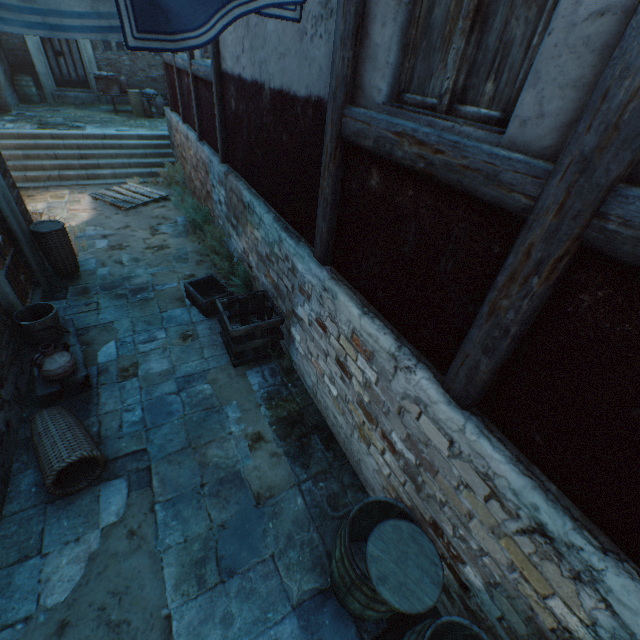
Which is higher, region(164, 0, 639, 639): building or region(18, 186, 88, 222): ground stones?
region(164, 0, 639, 639): building

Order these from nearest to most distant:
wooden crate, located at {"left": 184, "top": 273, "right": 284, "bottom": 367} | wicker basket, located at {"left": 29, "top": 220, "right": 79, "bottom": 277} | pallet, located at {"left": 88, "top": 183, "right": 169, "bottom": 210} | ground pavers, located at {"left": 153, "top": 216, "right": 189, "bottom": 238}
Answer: wooden crate, located at {"left": 184, "top": 273, "right": 284, "bottom": 367} < wicker basket, located at {"left": 29, "top": 220, "right": 79, "bottom": 277} < ground pavers, located at {"left": 153, "top": 216, "right": 189, "bottom": 238} < pallet, located at {"left": 88, "top": 183, "right": 169, "bottom": 210}

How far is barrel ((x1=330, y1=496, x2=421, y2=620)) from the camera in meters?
2.3

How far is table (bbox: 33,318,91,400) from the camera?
3.74m

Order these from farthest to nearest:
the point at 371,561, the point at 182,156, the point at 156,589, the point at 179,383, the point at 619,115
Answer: the point at 182,156 → the point at 179,383 → the point at 156,589 → the point at 371,561 → the point at 619,115

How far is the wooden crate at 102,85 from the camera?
12.66m

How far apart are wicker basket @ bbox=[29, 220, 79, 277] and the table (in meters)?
1.77

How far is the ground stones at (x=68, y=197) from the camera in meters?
8.1 m
